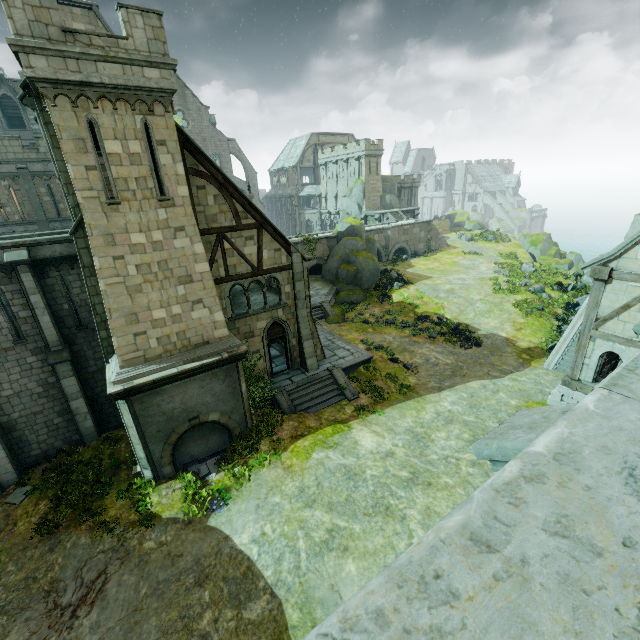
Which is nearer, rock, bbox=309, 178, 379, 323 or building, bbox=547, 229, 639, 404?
building, bbox=547, 229, 639, 404

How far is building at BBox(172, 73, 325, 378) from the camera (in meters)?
14.47

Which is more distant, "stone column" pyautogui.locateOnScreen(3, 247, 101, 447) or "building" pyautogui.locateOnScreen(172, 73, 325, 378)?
"building" pyautogui.locateOnScreen(172, 73, 325, 378)

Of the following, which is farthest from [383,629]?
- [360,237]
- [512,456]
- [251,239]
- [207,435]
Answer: [360,237]

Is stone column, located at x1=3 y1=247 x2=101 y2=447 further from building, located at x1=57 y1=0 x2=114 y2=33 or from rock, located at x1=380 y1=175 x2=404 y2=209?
rock, located at x1=380 y1=175 x2=404 y2=209

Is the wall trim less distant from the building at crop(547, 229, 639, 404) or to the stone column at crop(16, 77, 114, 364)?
the building at crop(547, 229, 639, 404)

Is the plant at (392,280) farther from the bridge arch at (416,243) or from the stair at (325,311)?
the bridge arch at (416,243)

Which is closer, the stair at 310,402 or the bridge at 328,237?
the stair at 310,402
